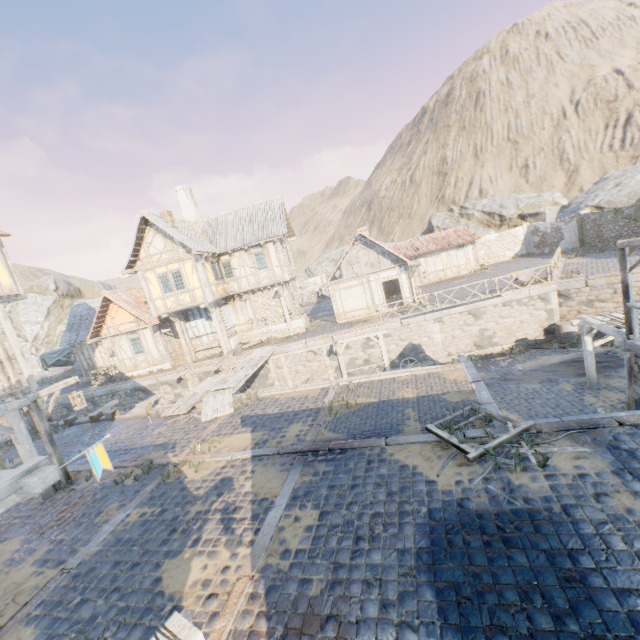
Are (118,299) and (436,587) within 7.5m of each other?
no

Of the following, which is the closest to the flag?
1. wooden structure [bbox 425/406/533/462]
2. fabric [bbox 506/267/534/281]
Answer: → wooden structure [bbox 425/406/533/462]

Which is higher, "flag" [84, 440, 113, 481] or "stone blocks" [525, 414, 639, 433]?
"flag" [84, 440, 113, 481]

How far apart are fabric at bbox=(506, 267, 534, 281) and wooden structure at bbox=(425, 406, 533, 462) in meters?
13.5

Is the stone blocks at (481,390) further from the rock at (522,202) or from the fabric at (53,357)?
the fabric at (53,357)

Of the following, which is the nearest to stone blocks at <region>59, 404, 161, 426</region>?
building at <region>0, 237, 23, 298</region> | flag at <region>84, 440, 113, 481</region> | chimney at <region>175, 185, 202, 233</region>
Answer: building at <region>0, 237, 23, 298</region>

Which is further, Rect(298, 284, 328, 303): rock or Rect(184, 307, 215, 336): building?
Rect(298, 284, 328, 303): rock

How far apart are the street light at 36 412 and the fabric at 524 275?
21.10m
